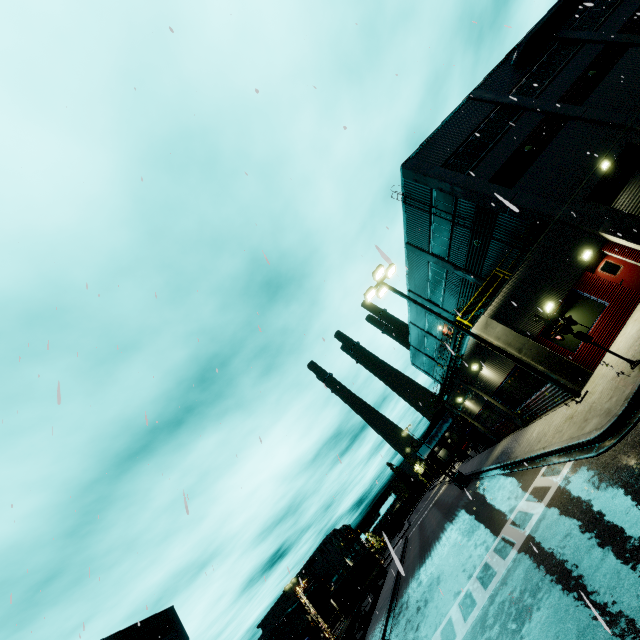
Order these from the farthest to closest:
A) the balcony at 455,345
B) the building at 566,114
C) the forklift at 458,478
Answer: the forklift at 458,478, the balcony at 455,345, the building at 566,114

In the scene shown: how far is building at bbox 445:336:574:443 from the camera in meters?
16.1 m

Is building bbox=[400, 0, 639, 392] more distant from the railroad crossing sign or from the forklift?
the forklift

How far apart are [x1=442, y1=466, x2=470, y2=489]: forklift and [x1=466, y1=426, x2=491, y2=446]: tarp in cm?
328

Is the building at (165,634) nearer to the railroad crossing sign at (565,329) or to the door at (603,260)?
the door at (603,260)

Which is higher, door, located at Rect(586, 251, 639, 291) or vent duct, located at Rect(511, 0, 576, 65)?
vent duct, located at Rect(511, 0, 576, 65)

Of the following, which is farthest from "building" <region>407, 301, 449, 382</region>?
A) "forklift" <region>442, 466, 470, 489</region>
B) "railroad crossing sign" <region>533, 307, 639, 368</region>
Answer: "forklift" <region>442, 466, 470, 489</region>

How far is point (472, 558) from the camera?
12.9 meters
